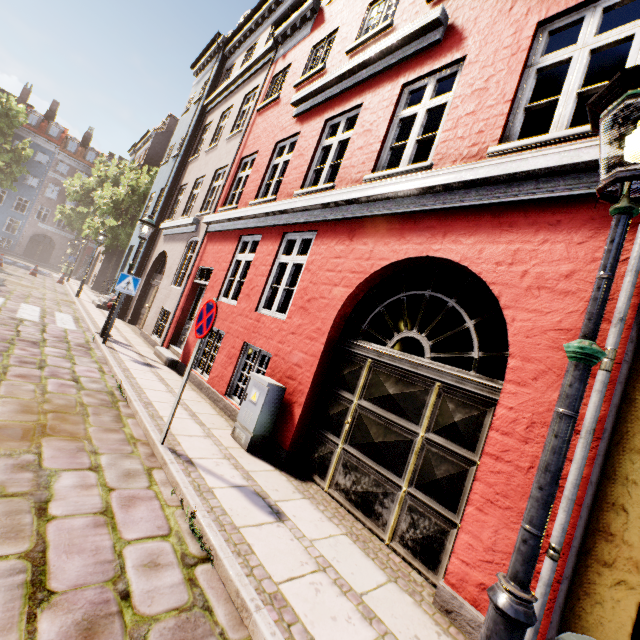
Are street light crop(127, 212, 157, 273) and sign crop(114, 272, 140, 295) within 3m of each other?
yes

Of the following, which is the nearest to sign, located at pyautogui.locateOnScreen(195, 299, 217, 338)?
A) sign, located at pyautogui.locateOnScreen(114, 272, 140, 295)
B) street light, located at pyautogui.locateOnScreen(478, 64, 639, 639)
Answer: street light, located at pyautogui.locateOnScreen(478, 64, 639, 639)

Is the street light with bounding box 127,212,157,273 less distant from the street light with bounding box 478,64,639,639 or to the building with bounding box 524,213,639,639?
the building with bounding box 524,213,639,639

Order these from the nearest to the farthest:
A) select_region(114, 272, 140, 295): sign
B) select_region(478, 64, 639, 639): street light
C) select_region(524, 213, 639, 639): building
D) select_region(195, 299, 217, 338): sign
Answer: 1. select_region(478, 64, 639, 639): street light
2. select_region(524, 213, 639, 639): building
3. select_region(195, 299, 217, 338): sign
4. select_region(114, 272, 140, 295): sign

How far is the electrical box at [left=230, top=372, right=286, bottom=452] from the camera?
4.82m

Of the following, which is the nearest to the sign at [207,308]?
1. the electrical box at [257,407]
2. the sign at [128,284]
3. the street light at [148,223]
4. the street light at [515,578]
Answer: the electrical box at [257,407]

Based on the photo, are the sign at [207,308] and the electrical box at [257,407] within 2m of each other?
yes

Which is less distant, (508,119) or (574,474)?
(574,474)
